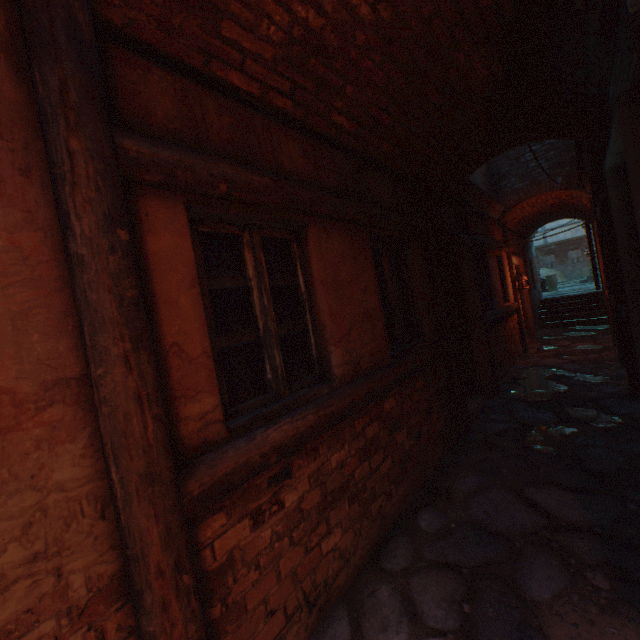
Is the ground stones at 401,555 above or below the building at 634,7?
below

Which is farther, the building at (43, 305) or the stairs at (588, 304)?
the stairs at (588, 304)

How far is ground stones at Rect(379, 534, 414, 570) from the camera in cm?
249

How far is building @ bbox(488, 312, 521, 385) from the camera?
6.6 meters

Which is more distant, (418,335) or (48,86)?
(418,335)

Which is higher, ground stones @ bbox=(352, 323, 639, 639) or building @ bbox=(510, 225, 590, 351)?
building @ bbox=(510, 225, 590, 351)

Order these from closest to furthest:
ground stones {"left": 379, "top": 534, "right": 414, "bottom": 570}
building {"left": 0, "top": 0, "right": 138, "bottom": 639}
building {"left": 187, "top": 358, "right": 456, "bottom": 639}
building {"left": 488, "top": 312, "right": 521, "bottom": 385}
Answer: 1. building {"left": 0, "top": 0, "right": 138, "bottom": 639}
2. building {"left": 187, "top": 358, "right": 456, "bottom": 639}
3. ground stones {"left": 379, "top": 534, "right": 414, "bottom": 570}
4. building {"left": 488, "top": 312, "right": 521, "bottom": 385}

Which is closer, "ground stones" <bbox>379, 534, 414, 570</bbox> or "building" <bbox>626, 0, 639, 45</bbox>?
"building" <bbox>626, 0, 639, 45</bbox>
